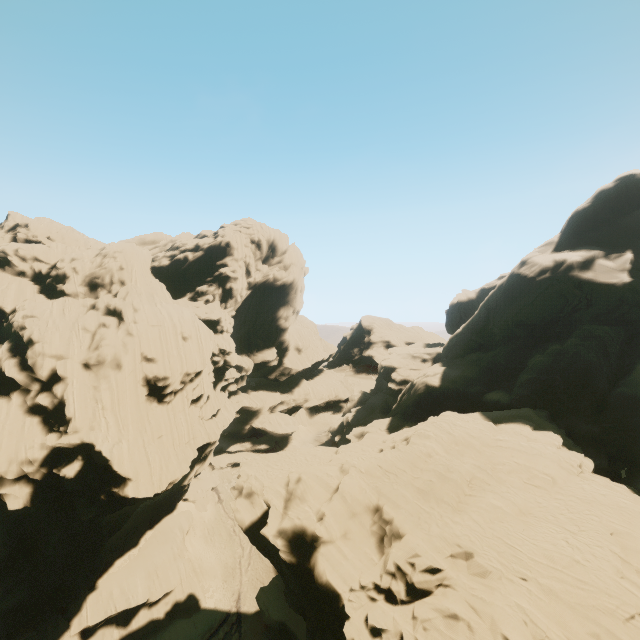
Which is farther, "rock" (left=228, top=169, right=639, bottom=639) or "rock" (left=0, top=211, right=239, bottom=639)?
"rock" (left=0, top=211, right=239, bottom=639)

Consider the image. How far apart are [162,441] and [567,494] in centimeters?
3976cm

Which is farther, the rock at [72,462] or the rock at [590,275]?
the rock at [72,462]
